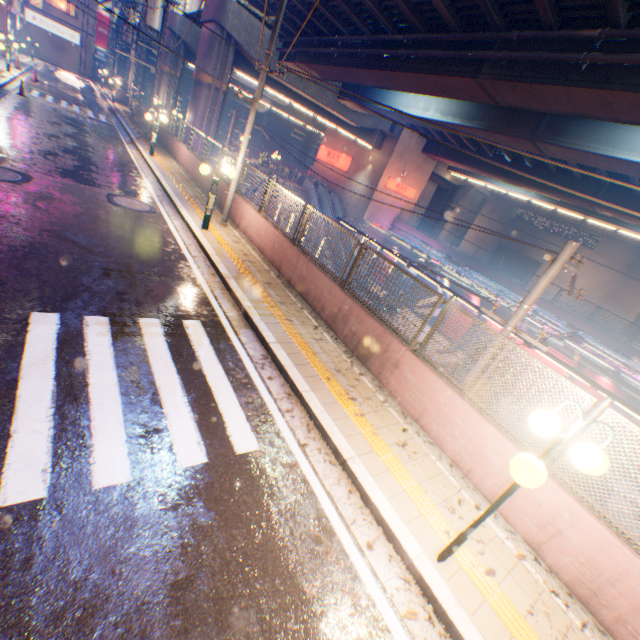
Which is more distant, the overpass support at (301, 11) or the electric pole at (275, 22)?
the overpass support at (301, 11)

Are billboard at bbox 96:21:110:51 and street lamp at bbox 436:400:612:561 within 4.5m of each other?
no

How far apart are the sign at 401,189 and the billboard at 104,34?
53.45m

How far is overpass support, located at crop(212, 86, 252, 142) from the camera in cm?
2214

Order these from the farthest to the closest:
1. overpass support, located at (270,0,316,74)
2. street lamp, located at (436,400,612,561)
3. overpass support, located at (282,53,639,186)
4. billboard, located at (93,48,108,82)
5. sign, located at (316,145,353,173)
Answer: billboard, located at (93,48,108,82), sign, located at (316,145,353,173), overpass support, located at (270,0,316,74), overpass support, located at (282,53,639,186), street lamp, located at (436,400,612,561)

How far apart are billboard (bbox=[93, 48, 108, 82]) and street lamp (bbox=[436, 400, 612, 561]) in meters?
73.7

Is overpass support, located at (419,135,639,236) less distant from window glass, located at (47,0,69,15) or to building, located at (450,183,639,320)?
window glass, located at (47,0,69,15)

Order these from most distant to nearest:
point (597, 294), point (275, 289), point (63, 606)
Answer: point (597, 294) < point (275, 289) < point (63, 606)
